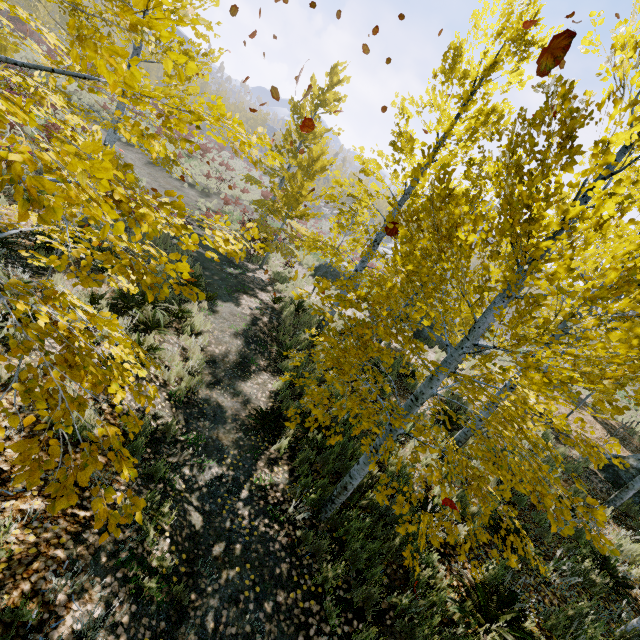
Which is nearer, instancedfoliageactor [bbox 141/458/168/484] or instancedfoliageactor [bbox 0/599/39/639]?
instancedfoliageactor [bbox 0/599/39/639]

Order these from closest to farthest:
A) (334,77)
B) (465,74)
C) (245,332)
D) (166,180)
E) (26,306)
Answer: (26,306)
(465,74)
(245,332)
(334,77)
(166,180)

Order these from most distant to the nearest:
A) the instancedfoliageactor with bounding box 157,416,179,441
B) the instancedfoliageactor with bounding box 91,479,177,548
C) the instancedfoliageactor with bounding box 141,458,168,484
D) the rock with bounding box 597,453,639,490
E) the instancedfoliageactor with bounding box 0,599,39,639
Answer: the rock with bounding box 597,453,639,490, the instancedfoliageactor with bounding box 157,416,179,441, the instancedfoliageactor with bounding box 141,458,168,484, the instancedfoliageactor with bounding box 0,599,39,639, the instancedfoliageactor with bounding box 91,479,177,548

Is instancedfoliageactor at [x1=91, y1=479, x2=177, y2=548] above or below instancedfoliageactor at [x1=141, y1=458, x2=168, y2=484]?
above

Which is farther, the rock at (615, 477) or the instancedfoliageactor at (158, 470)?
the rock at (615, 477)

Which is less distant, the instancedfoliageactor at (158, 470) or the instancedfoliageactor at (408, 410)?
the instancedfoliageactor at (408, 410)

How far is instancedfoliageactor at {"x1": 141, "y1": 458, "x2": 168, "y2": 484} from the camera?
4.2 meters
